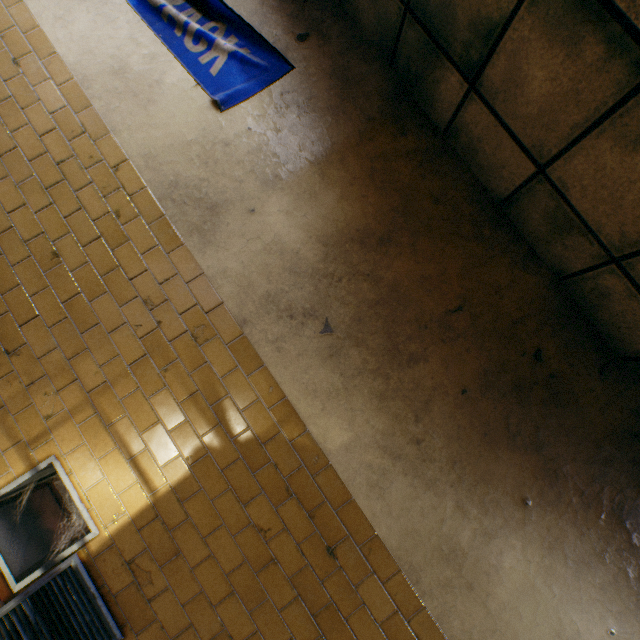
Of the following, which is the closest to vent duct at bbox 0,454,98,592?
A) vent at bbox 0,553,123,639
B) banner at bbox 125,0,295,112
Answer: vent at bbox 0,553,123,639

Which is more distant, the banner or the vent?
the banner

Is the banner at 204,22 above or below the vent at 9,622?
above

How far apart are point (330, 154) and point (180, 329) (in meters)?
1.62

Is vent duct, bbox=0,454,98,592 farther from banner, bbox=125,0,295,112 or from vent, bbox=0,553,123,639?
banner, bbox=125,0,295,112

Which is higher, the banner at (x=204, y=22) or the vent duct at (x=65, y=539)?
the banner at (x=204, y=22)
